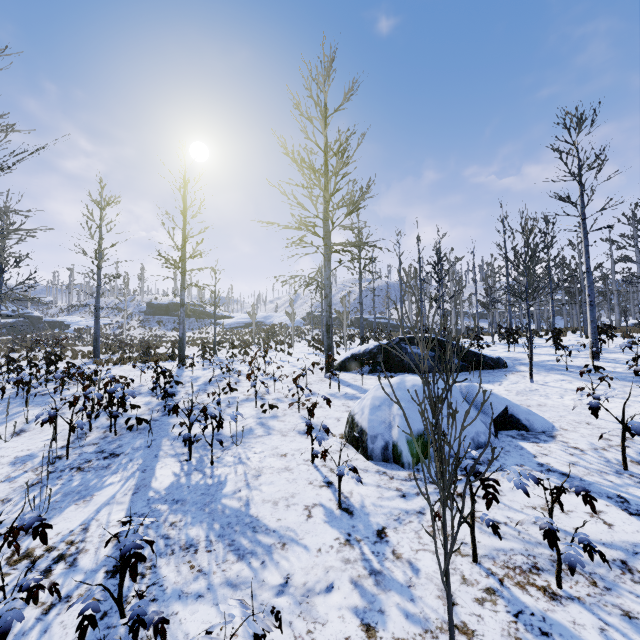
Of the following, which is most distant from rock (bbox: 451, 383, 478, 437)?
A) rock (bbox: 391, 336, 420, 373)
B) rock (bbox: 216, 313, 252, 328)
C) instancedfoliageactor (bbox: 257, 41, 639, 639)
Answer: rock (bbox: 216, 313, 252, 328)

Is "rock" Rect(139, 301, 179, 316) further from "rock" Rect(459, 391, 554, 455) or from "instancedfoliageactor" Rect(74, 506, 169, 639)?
"rock" Rect(459, 391, 554, 455)

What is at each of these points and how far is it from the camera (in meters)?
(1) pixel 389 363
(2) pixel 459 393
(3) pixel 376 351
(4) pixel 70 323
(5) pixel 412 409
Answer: (1) rock, 11.36
(2) rock, 5.84
(3) rock, 11.73
(4) rock, 48.72
(5) rock, 5.32

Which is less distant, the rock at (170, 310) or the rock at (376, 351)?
the rock at (376, 351)

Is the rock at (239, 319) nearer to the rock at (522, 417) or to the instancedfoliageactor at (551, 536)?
the instancedfoliageactor at (551, 536)

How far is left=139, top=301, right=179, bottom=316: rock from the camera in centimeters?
5775cm

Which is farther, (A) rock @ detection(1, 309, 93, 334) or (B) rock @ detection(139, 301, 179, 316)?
(B) rock @ detection(139, 301, 179, 316)

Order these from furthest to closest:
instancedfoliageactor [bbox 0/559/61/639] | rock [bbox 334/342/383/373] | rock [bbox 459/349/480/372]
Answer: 1. rock [bbox 334/342/383/373]
2. rock [bbox 459/349/480/372]
3. instancedfoliageactor [bbox 0/559/61/639]
